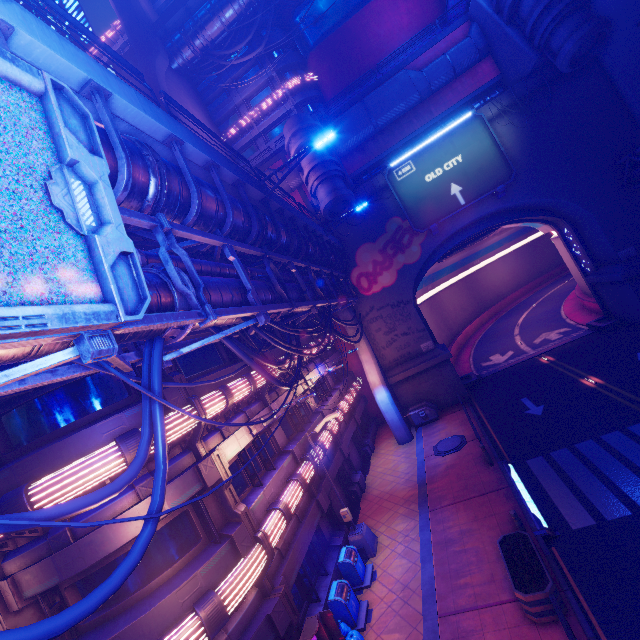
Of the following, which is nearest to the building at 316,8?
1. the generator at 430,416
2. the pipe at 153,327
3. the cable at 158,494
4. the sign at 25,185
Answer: the pipe at 153,327

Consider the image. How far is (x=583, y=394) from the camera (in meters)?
17.84

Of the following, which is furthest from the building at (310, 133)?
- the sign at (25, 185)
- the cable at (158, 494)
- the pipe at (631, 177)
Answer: the sign at (25, 185)

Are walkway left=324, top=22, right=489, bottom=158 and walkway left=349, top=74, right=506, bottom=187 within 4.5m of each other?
yes

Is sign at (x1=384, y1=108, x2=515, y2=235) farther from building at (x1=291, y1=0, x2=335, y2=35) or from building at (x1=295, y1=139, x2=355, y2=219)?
building at (x1=291, y1=0, x2=335, y2=35)

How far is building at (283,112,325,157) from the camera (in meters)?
23.55

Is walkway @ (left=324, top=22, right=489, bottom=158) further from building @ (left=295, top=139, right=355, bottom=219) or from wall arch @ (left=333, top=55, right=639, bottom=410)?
wall arch @ (left=333, top=55, right=639, bottom=410)

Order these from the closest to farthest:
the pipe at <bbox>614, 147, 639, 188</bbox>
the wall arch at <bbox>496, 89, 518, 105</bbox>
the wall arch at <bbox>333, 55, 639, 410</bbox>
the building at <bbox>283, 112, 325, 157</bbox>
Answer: the pipe at <bbox>614, 147, 639, 188</bbox> < the wall arch at <bbox>333, 55, 639, 410</bbox> < the wall arch at <bbox>496, 89, 518, 105</bbox> < the building at <bbox>283, 112, 325, 157</bbox>
